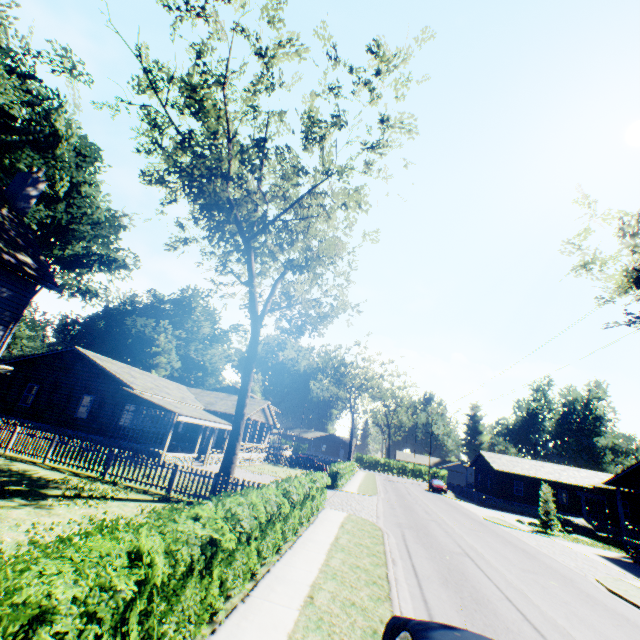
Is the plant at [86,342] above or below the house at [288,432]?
above

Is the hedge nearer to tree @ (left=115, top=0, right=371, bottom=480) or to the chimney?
tree @ (left=115, top=0, right=371, bottom=480)

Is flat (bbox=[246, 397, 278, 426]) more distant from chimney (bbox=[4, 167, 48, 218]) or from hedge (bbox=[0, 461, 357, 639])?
hedge (bbox=[0, 461, 357, 639])

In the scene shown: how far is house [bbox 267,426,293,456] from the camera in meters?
48.3

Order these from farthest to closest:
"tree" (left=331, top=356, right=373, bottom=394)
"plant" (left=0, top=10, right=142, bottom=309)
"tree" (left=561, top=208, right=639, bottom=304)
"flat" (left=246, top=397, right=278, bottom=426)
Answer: "tree" (left=331, top=356, right=373, bottom=394) < "flat" (left=246, top=397, right=278, bottom=426) < "plant" (left=0, top=10, right=142, bottom=309) < "tree" (left=561, top=208, right=639, bottom=304)

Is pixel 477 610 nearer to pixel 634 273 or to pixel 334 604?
pixel 334 604

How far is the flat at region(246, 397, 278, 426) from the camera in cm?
3257

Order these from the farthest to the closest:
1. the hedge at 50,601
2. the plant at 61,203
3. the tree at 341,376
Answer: the tree at 341,376, the plant at 61,203, the hedge at 50,601
